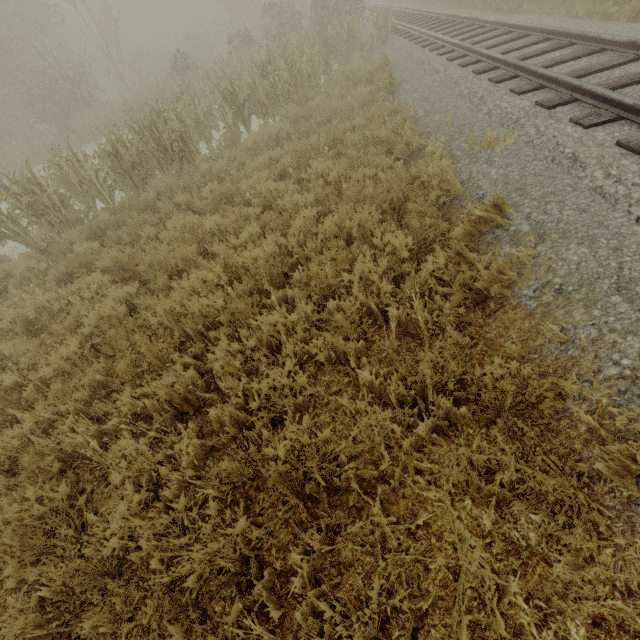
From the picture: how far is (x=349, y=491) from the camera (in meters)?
2.72
